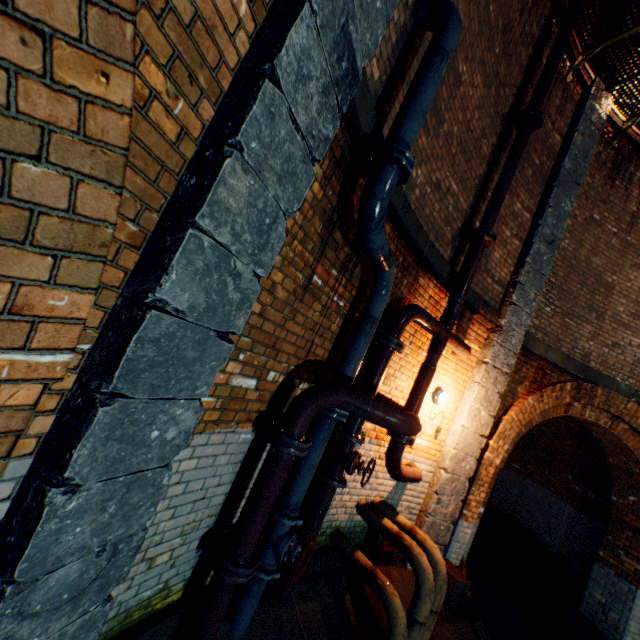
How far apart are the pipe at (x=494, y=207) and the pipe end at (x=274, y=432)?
3.8 meters

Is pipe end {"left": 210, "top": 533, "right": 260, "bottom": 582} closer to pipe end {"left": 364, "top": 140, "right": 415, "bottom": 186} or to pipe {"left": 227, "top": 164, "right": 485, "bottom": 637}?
pipe {"left": 227, "top": 164, "right": 485, "bottom": 637}

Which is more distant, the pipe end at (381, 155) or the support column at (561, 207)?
the support column at (561, 207)

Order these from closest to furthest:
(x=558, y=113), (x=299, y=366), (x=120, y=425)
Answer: (x=120, y=425)
(x=299, y=366)
(x=558, y=113)

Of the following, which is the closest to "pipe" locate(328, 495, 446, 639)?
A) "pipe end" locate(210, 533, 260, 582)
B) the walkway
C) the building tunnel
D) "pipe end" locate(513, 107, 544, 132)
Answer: "pipe end" locate(210, 533, 260, 582)

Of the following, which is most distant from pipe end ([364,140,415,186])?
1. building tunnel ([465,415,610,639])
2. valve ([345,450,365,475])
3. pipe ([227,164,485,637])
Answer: building tunnel ([465,415,610,639])

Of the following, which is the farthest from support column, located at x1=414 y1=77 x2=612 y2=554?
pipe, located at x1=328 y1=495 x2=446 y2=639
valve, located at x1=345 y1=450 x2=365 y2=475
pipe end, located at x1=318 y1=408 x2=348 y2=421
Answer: pipe end, located at x1=318 y1=408 x2=348 y2=421

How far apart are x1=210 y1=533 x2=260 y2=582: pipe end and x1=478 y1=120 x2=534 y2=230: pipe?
4.7 meters
